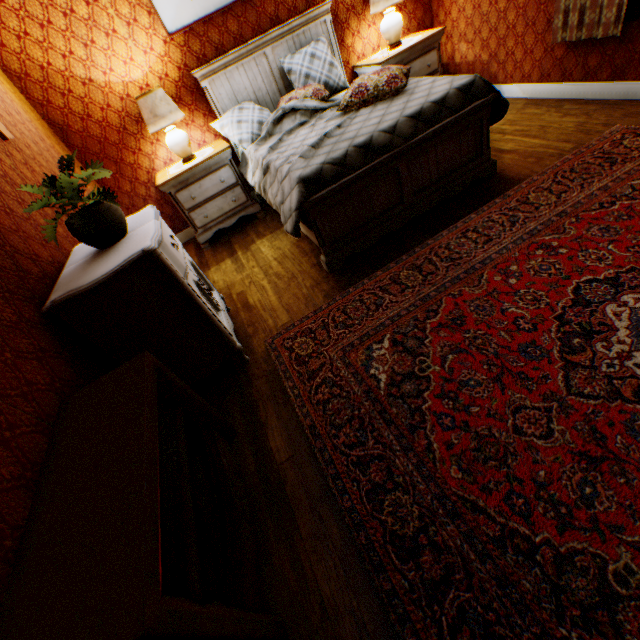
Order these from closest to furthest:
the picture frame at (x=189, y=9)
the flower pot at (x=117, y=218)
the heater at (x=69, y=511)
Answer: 1. the heater at (x=69, y=511)
2. the flower pot at (x=117, y=218)
3. the picture frame at (x=189, y=9)

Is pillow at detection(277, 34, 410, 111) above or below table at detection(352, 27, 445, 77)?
above

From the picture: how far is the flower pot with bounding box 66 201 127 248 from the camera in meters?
2.0 m

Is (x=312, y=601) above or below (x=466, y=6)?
below

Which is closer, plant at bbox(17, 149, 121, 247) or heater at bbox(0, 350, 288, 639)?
heater at bbox(0, 350, 288, 639)

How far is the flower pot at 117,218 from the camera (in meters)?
2.04

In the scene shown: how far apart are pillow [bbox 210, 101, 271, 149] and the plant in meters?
2.2

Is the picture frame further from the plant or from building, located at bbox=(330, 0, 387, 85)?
the plant
